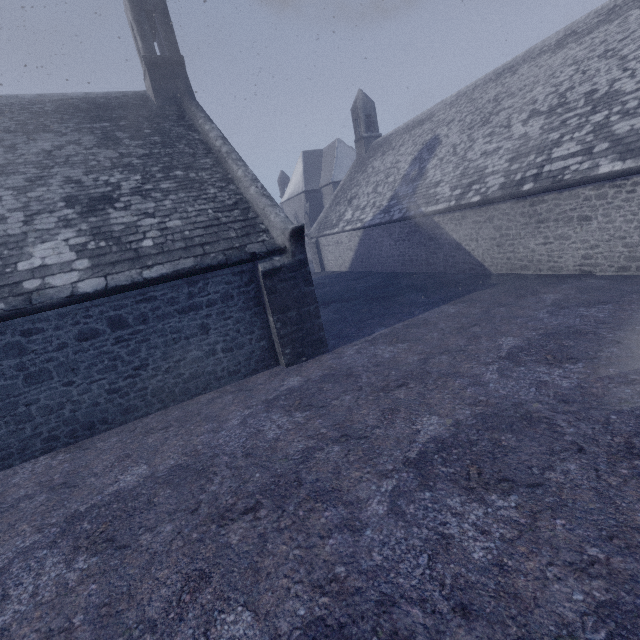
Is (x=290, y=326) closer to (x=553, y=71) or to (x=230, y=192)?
(x=230, y=192)
